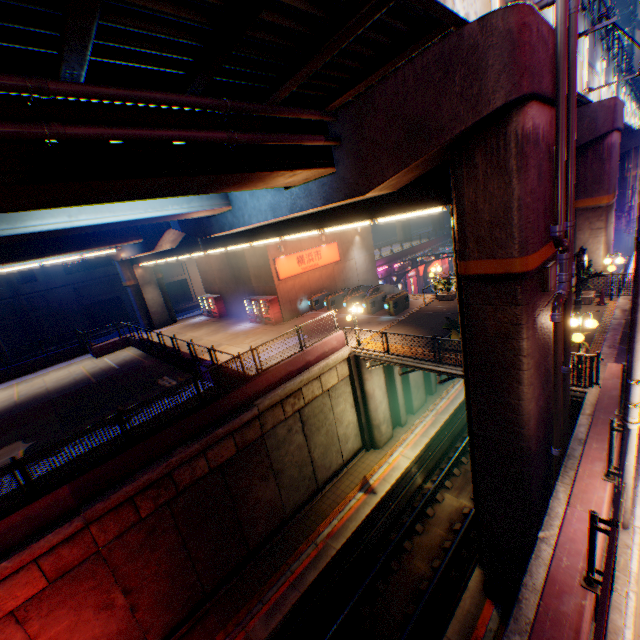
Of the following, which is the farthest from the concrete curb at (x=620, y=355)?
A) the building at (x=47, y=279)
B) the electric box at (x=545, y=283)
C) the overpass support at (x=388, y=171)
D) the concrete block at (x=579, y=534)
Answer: the building at (x=47, y=279)

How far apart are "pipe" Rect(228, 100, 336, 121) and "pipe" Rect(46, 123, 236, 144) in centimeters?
30cm

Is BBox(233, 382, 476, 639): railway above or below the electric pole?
below

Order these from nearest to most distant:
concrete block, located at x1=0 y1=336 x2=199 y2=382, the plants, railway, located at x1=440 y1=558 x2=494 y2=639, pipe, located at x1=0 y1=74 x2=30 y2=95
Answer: pipe, located at x1=0 y1=74 x2=30 y2=95
railway, located at x1=440 y1=558 x2=494 y2=639
the plants
concrete block, located at x1=0 y1=336 x2=199 y2=382

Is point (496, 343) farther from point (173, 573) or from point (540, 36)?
point (173, 573)

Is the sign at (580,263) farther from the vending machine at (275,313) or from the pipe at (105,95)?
the vending machine at (275,313)

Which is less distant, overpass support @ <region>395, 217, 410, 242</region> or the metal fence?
the metal fence

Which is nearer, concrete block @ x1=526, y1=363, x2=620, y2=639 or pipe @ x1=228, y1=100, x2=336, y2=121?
concrete block @ x1=526, y1=363, x2=620, y2=639
